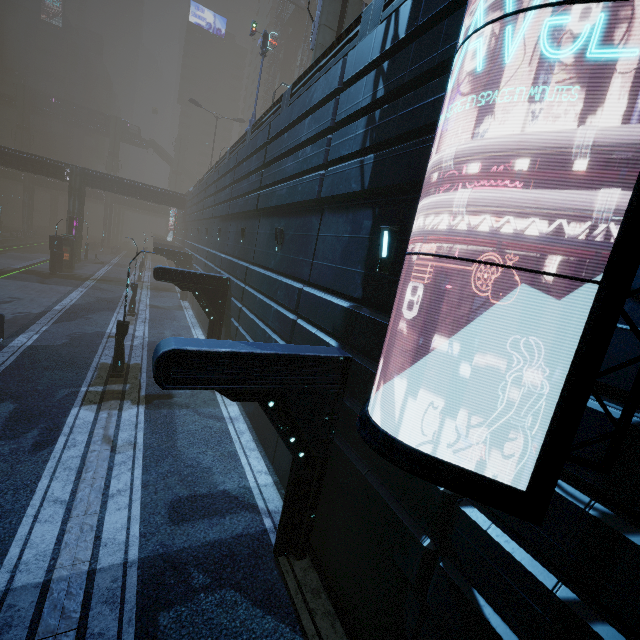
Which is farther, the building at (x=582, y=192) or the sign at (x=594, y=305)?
the building at (x=582, y=192)

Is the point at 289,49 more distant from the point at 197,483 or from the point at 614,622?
the point at 614,622

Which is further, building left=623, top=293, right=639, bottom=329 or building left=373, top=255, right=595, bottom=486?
building left=373, top=255, right=595, bottom=486

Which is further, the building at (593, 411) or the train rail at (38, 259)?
the train rail at (38, 259)

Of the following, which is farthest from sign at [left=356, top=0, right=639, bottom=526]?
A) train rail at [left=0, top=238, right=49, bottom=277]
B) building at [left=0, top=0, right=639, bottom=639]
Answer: train rail at [left=0, top=238, right=49, bottom=277]

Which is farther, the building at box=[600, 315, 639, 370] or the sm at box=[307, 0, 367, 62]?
the sm at box=[307, 0, 367, 62]

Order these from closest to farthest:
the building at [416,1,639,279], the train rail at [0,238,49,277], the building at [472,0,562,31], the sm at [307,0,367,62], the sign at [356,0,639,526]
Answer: the sign at [356,0,639,526] < the building at [416,1,639,279] < the building at [472,0,562,31] < the sm at [307,0,367,62] < the train rail at [0,238,49,277]
